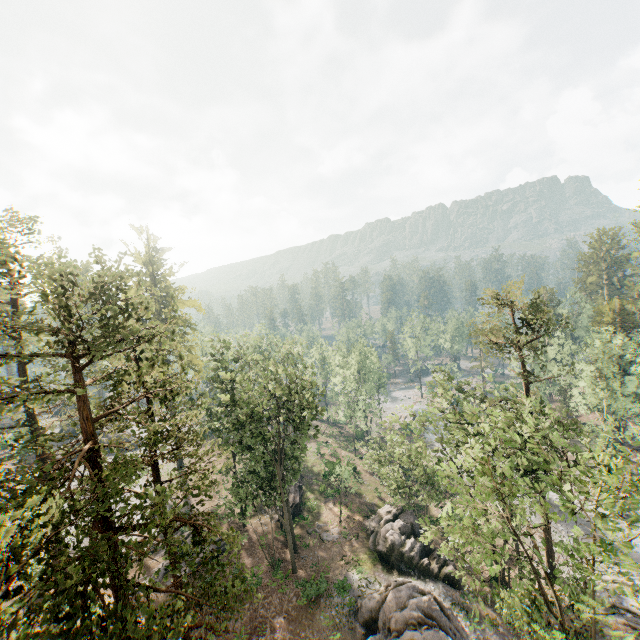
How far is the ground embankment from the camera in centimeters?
3659cm

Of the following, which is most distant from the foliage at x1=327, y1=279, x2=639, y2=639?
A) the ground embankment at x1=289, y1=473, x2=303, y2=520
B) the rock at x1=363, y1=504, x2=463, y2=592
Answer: the rock at x1=363, y1=504, x2=463, y2=592

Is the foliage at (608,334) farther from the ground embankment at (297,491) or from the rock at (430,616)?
the rock at (430,616)

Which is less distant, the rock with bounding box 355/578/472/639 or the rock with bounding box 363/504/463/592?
the rock with bounding box 355/578/472/639

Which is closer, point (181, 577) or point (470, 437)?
point (181, 577)

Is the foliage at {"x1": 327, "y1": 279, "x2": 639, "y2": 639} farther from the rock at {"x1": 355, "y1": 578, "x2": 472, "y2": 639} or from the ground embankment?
the rock at {"x1": 355, "y1": 578, "x2": 472, "y2": 639}

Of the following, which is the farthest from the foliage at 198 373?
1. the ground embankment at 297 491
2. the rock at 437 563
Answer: the rock at 437 563

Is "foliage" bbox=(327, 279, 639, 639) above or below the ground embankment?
above
